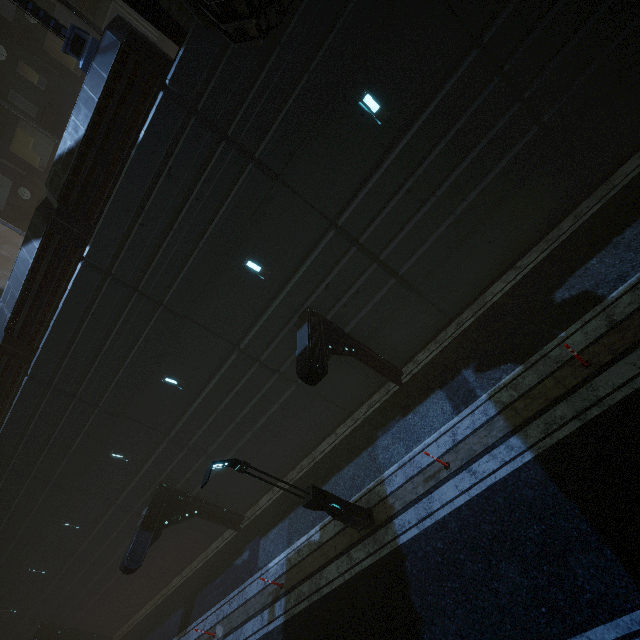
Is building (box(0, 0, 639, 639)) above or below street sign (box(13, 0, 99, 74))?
below

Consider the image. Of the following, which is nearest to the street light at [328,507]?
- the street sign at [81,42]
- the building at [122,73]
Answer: the building at [122,73]

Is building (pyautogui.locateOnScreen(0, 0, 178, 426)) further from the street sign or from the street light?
the street light

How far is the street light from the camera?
8.5 meters

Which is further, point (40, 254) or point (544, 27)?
point (40, 254)
